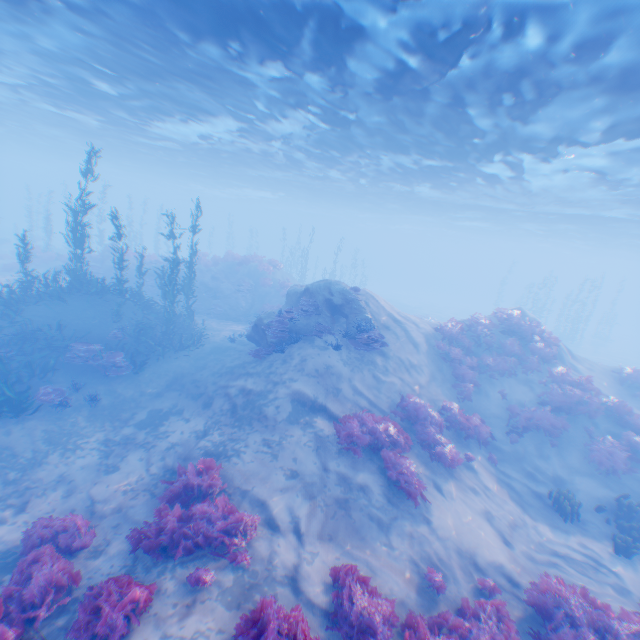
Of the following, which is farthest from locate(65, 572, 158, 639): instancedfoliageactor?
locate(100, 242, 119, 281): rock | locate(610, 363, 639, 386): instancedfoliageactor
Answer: locate(100, 242, 119, 281): rock

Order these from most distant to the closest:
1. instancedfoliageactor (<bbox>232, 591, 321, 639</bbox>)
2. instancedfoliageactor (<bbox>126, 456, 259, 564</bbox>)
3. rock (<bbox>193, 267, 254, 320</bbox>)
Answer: rock (<bbox>193, 267, 254, 320</bbox>), instancedfoliageactor (<bbox>126, 456, 259, 564</bbox>), instancedfoliageactor (<bbox>232, 591, 321, 639</bbox>)

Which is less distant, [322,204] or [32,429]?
[32,429]

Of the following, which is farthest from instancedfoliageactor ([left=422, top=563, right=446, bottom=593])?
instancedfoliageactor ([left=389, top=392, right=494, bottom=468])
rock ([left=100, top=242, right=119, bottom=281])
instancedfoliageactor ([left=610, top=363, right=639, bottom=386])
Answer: rock ([left=100, top=242, right=119, bottom=281])

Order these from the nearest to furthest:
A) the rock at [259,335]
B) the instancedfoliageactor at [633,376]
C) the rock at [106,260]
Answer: the rock at [259,335]
the instancedfoliageactor at [633,376]
the rock at [106,260]

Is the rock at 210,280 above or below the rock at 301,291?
below

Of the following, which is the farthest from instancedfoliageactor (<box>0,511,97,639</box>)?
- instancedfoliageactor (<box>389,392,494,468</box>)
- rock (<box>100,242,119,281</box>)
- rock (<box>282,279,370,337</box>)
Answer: rock (<box>100,242,119,281</box>)

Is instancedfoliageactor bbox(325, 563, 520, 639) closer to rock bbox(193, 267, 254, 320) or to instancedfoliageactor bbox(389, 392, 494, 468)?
instancedfoliageactor bbox(389, 392, 494, 468)
